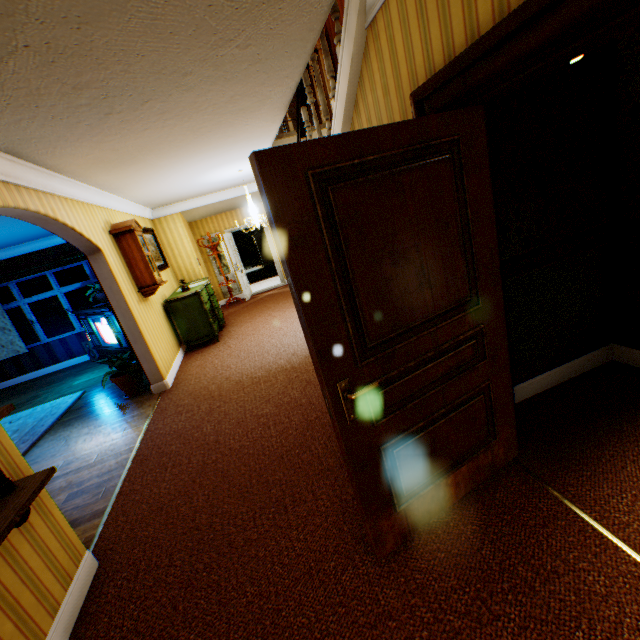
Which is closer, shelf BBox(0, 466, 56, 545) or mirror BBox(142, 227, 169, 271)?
shelf BBox(0, 466, 56, 545)

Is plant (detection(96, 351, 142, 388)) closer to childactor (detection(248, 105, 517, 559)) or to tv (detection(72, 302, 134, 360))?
tv (detection(72, 302, 134, 360))

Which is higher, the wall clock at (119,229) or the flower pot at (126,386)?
the wall clock at (119,229)

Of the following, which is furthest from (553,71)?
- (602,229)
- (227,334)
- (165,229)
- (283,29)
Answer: (165,229)

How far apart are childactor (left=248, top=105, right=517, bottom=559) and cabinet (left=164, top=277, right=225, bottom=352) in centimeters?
555cm

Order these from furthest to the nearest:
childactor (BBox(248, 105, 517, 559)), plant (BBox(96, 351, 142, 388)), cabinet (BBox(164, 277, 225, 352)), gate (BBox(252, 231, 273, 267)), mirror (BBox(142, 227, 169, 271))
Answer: gate (BBox(252, 231, 273, 267))
mirror (BBox(142, 227, 169, 271))
cabinet (BBox(164, 277, 225, 352))
plant (BBox(96, 351, 142, 388))
childactor (BBox(248, 105, 517, 559))

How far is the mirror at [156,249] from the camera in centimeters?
710cm

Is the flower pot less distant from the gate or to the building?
the building
